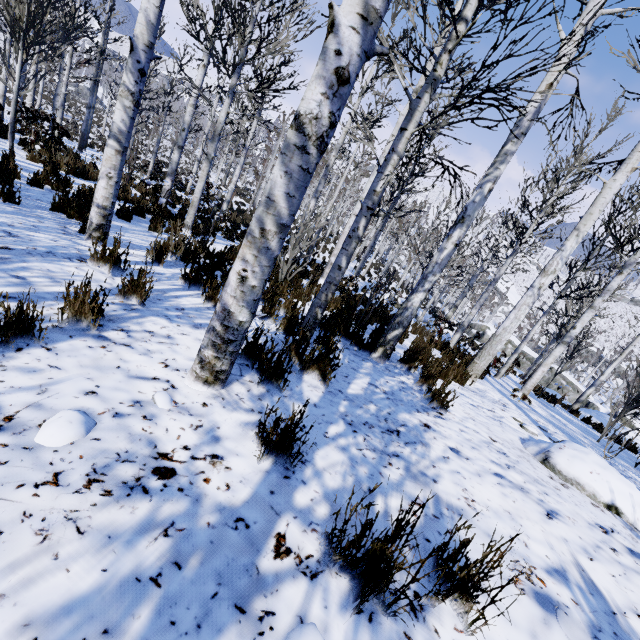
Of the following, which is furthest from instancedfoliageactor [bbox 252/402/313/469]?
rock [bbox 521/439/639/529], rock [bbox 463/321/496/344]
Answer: rock [bbox 521/439/639/529]

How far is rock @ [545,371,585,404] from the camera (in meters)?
21.88

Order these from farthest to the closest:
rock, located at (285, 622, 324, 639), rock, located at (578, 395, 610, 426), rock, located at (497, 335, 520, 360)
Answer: rock, located at (497, 335, 520, 360), rock, located at (578, 395, 610, 426), rock, located at (285, 622, 324, 639)

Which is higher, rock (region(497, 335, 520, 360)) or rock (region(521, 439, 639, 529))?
rock (region(521, 439, 639, 529))

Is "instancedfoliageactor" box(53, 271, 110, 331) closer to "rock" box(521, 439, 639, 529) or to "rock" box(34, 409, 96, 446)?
"rock" box(34, 409, 96, 446)

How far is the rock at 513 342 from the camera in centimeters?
Result: 2578cm

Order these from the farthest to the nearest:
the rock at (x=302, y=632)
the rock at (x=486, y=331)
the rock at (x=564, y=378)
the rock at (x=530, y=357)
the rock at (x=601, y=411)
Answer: the rock at (x=486, y=331)
the rock at (x=530, y=357)
the rock at (x=564, y=378)
the rock at (x=601, y=411)
the rock at (x=302, y=632)

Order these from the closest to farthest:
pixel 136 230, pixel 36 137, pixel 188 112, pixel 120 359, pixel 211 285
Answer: pixel 120 359, pixel 211 285, pixel 136 230, pixel 188 112, pixel 36 137
